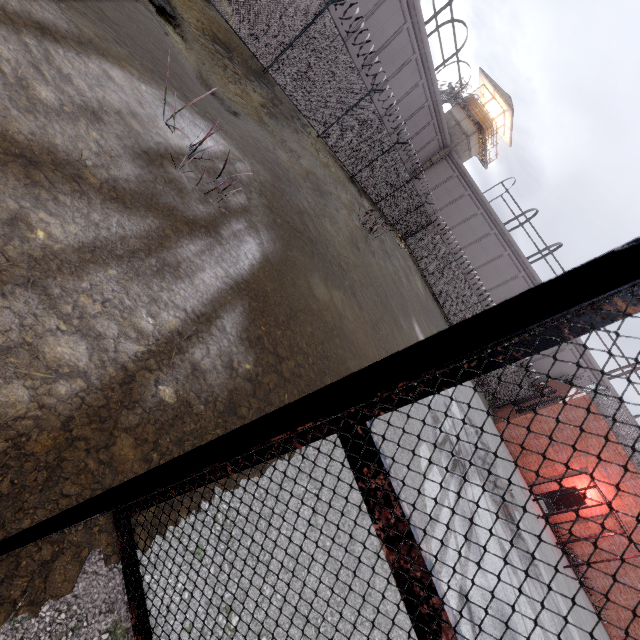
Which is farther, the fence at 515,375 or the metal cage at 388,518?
the fence at 515,375

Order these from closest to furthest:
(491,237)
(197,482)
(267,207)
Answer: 1. (197,482)
2. (267,207)
3. (491,237)

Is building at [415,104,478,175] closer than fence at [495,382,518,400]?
No

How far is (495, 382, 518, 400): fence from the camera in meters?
23.9 m

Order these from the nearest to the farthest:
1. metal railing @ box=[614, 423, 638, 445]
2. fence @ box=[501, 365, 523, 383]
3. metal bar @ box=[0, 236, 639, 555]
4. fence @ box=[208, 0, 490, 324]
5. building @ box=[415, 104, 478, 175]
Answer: metal bar @ box=[0, 236, 639, 555] < fence @ box=[208, 0, 490, 324] < metal railing @ box=[614, 423, 638, 445] < fence @ box=[501, 365, 523, 383] < building @ box=[415, 104, 478, 175]

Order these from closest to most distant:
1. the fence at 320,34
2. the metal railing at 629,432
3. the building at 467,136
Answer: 1. the fence at 320,34
2. the metal railing at 629,432
3. the building at 467,136

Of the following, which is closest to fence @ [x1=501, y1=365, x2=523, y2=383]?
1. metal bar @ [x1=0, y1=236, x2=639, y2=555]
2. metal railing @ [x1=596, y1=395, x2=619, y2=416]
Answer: metal railing @ [x1=596, y1=395, x2=619, y2=416]

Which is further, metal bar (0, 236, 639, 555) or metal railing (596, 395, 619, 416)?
metal railing (596, 395, 619, 416)
